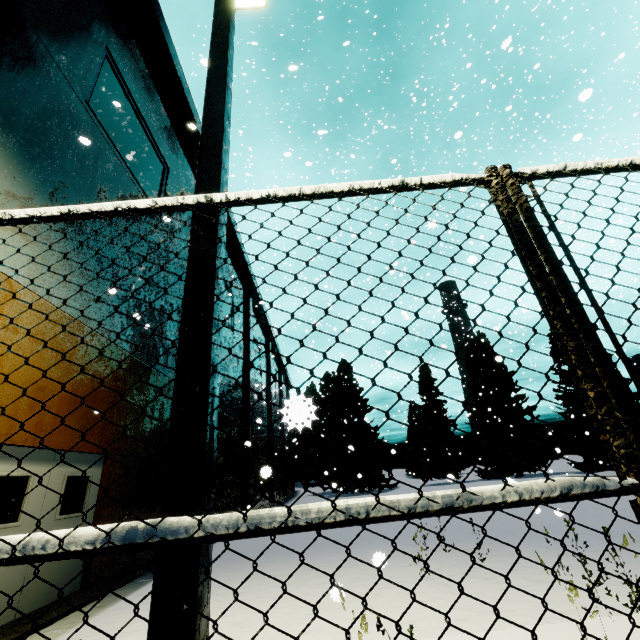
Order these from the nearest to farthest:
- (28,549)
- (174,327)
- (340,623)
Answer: (28,549) < (340,623) < (174,327)

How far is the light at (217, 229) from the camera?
2.0 meters

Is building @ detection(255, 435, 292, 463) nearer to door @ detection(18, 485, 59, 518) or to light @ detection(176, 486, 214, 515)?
door @ detection(18, 485, 59, 518)

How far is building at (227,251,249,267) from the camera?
20.80m

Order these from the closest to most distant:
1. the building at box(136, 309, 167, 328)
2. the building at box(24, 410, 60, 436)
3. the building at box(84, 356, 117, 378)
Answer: the building at box(24, 410, 60, 436)
the building at box(84, 356, 117, 378)
the building at box(136, 309, 167, 328)

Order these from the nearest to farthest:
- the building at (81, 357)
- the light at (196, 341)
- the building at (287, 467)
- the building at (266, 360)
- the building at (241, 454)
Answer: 1. the light at (196, 341)
2. the building at (81, 357)
3. the building at (241, 454)
4. the building at (266, 360)
5. the building at (287, 467)
